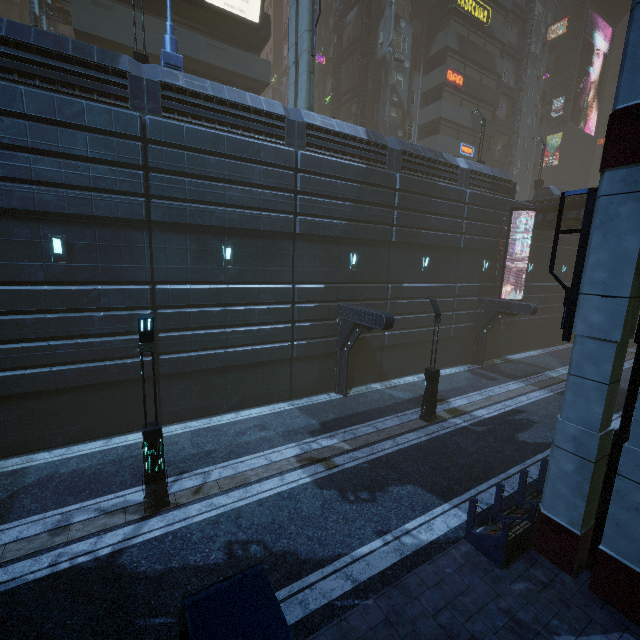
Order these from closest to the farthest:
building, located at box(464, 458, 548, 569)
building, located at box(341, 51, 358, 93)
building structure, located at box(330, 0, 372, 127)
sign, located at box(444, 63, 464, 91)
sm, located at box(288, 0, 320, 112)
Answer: building, located at box(464, 458, 548, 569) < sm, located at box(288, 0, 320, 112) < building structure, located at box(330, 0, 372, 127) < sign, located at box(444, 63, 464, 91) < building, located at box(341, 51, 358, 93)

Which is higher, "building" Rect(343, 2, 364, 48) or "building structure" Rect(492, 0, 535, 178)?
"building structure" Rect(492, 0, 535, 178)

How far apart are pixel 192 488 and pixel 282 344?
7.2m

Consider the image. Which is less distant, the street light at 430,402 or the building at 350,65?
the street light at 430,402

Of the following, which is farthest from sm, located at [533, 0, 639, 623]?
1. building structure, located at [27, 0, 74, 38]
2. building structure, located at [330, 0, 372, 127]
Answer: building structure, located at [27, 0, 74, 38]

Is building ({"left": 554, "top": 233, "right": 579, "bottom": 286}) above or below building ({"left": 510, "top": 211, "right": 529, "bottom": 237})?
below

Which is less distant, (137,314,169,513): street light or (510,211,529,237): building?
(137,314,169,513): street light

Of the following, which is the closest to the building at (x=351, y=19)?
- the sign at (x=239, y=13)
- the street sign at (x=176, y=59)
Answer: the sign at (x=239, y=13)
